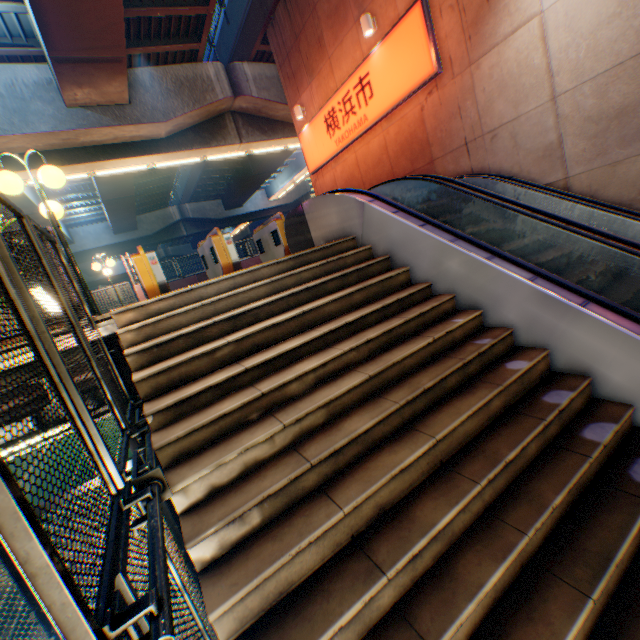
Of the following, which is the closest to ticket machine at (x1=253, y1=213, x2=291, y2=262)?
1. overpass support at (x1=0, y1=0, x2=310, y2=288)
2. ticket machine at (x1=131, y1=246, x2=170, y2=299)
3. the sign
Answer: ticket machine at (x1=131, y1=246, x2=170, y2=299)

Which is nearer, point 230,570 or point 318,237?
point 230,570

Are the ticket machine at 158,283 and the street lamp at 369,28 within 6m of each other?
no

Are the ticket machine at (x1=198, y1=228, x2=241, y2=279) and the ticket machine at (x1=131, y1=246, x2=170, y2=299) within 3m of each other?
yes

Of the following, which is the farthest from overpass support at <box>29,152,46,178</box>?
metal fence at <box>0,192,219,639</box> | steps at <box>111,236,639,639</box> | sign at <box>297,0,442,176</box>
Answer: steps at <box>111,236,639,639</box>

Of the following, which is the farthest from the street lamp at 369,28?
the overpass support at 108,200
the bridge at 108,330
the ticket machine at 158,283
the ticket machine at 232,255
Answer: the bridge at 108,330

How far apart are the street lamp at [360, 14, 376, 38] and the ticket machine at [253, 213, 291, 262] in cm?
535

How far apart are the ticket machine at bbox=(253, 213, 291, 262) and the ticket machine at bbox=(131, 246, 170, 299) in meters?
2.9 m
